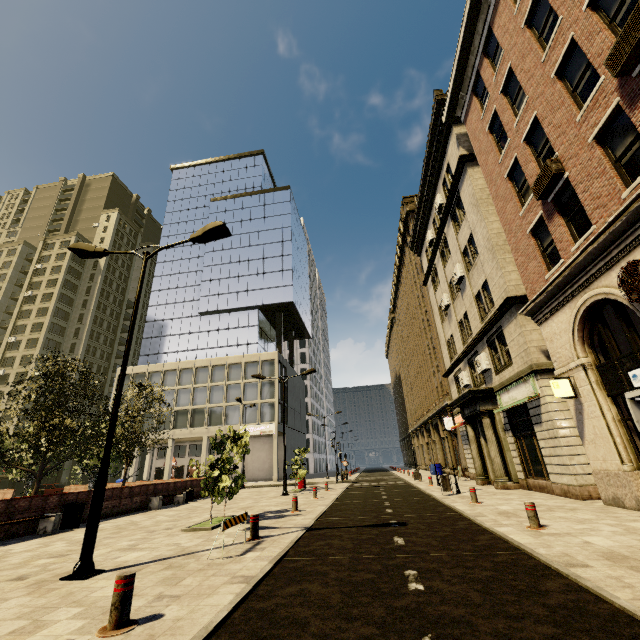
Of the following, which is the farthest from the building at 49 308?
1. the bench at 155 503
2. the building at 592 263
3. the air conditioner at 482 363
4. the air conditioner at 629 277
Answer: the air conditioner at 629 277

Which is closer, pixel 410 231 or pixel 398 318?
pixel 410 231

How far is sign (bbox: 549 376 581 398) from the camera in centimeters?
1070cm

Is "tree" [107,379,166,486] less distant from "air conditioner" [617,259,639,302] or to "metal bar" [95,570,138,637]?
"metal bar" [95,570,138,637]

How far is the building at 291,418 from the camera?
46.95m

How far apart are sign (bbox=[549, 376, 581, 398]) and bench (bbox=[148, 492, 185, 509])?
18.9m

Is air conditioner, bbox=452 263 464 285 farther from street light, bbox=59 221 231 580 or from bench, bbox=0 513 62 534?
bench, bbox=0 513 62 534

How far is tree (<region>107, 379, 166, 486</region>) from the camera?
20.4m
